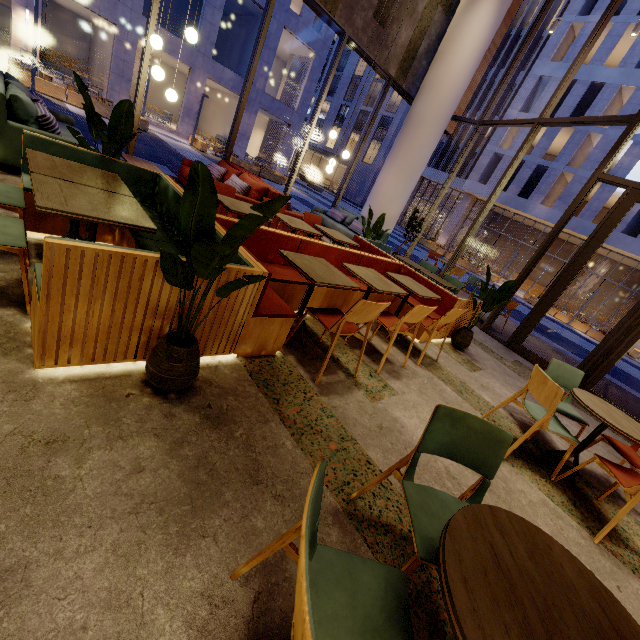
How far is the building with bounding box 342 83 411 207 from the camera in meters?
37.6 m

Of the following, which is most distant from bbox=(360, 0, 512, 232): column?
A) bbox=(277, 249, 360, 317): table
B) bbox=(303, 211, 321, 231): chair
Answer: bbox=(277, 249, 360, 317): table

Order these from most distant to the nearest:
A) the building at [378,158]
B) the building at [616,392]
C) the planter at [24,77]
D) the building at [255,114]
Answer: the building at [378,158], the building at [255,114], the planter at [24,77], the building at [616,392]

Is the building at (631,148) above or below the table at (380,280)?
above

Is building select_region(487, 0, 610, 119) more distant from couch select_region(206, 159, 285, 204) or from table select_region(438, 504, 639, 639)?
table select_region(438, 504, 639, 639)

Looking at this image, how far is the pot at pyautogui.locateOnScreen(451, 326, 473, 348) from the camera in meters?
5.3 m

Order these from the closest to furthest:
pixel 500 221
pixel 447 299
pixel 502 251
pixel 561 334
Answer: pixel 447 299 → pixel 561 334 → pixel 502 251 → pixel 500 221

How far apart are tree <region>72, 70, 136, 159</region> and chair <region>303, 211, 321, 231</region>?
2.9 meters
